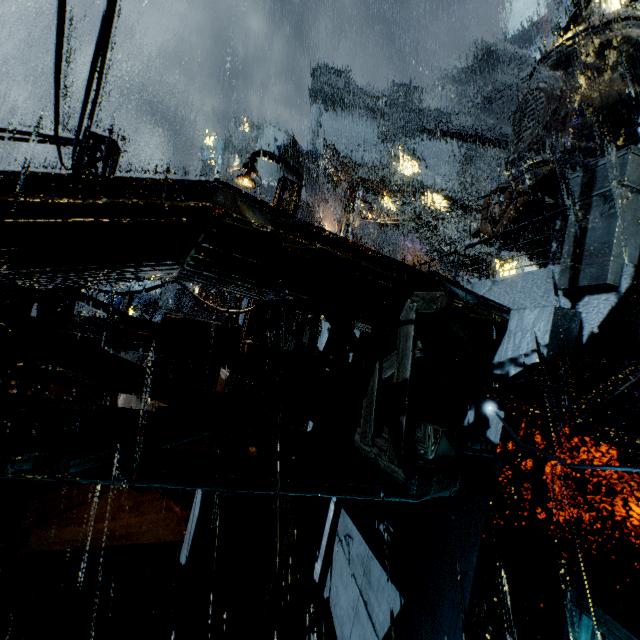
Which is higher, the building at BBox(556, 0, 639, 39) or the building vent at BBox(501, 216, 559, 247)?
the building at BBox(556, 0, 639, 39)

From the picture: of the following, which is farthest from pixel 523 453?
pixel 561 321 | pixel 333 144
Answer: pixel 333 144

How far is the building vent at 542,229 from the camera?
16.6 meters

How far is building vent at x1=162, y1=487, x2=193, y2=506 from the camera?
13.0 meters

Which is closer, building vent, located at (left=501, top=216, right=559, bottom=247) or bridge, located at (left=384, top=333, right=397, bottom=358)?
bridge, located at (left=384, top=333, right=397, bottom=358)

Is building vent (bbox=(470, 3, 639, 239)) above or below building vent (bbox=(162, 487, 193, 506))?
above

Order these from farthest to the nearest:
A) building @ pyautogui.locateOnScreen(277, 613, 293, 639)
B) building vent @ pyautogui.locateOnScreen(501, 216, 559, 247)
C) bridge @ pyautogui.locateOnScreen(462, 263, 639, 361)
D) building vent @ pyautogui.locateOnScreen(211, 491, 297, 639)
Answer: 1. building vent @ pyautogui.locateOnScreen(501, 216, 559, 247)
2. building @ pyautogui.locateOnScreen(277, 613, 293, 639)
3. building vent @ pyautogui.locateOnScreen(211, 491, 297, 639)
4. bridge @ pyautogui.locateOnScreen(462, 263, 639, 361)

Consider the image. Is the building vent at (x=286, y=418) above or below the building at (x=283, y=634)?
above
